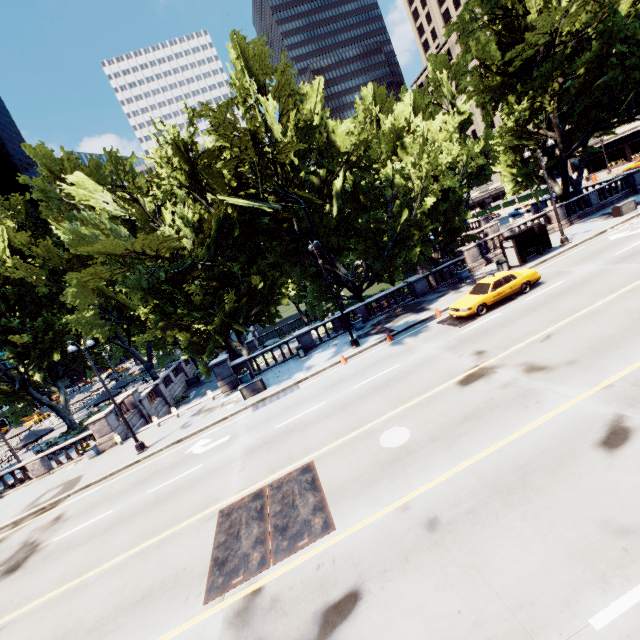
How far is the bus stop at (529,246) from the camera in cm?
2255

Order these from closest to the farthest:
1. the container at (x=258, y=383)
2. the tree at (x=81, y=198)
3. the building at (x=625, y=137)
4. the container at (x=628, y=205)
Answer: the tree at (x=81, y=198) < the container at (x=258, y=383) < the container at (x=628, y=205) < the building at (x=625, y=137)

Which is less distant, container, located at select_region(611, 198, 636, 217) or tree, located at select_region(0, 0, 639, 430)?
tree, located at select_region(0, 0, 639, 430)

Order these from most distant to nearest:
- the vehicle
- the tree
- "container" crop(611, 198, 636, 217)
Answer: "container" crop(611, 198, 636, 217) < the tree < the vehicle

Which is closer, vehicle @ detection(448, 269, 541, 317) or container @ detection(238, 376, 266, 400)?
vehicle @ detection(448, 269, 541, 317)

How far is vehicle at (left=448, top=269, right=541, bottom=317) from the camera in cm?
1739

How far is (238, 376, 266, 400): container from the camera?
20.19m

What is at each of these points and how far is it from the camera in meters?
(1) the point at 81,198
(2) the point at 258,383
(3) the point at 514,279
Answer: (1) tree, 20.7 m
(2) container, 20.3 m
(3) vehicle, 17.7 m
